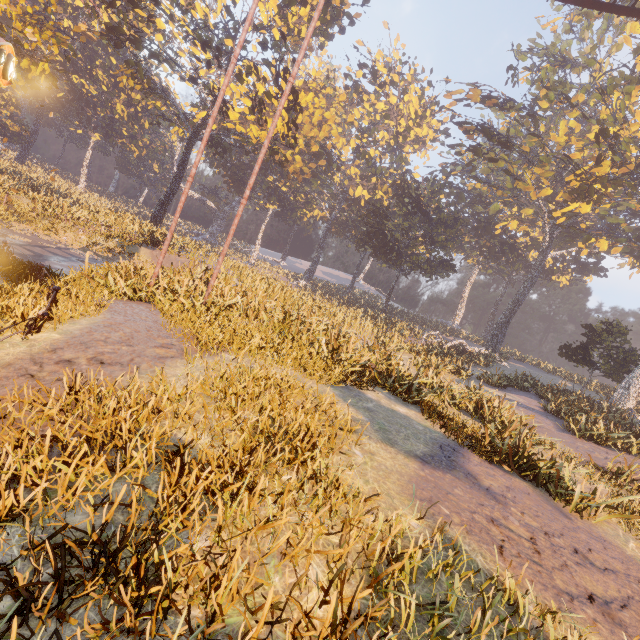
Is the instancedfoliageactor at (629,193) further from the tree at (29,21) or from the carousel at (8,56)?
the tree at (29,21)

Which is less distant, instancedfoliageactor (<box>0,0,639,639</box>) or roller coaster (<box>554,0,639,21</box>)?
instancedfoliageactor (<box>0,0,639,639</box>)

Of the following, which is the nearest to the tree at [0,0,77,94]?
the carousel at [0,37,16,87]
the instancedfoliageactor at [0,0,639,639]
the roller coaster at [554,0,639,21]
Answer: the instancedfoliageactor at [0,0,639,639]

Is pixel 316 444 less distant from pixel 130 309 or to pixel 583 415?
pixel 130 309

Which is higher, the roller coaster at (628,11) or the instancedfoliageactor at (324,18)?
the instancedfoliageactor at (324,18)

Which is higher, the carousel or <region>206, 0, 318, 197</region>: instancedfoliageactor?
<region>206, 0, 318, 197</region>: instancedfoliageactor

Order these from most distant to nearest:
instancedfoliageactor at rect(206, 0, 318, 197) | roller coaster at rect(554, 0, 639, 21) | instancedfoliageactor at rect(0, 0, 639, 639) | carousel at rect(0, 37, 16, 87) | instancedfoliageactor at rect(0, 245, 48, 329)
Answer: instancedfoliageactor at rect(206, 0, 318, 197) → roller coaster at rect(554, 0, 639, 21) → instancedfoliageactor at rect(0, 245, 48, 329) → carousel at rect(0, 37, 16, 87) → instancedfoliageactor at rect(0, 0, 639, 639)
